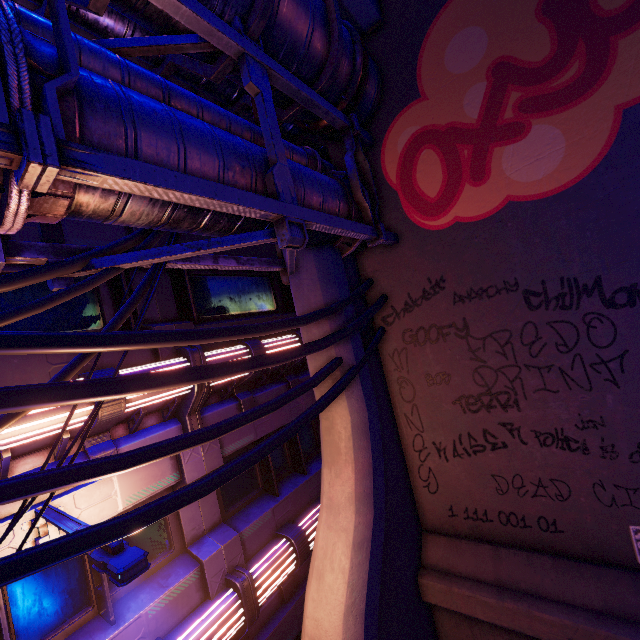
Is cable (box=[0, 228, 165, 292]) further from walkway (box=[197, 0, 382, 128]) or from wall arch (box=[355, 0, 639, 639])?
walkway (box=[197, 0, 382, 128])

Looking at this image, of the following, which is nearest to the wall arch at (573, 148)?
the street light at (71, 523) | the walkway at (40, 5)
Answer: the walkway at (40, 5)

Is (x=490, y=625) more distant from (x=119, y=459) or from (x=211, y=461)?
(x=119, y=459)

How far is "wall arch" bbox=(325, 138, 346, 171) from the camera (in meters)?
7.33

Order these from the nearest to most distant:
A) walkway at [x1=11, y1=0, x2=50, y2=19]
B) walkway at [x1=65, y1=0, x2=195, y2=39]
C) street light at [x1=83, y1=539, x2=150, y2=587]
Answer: street light at [x1=83, y1=539, x2=150, y2=587] < walkway at [x1=65, y1=0, x2=195, y2=39] < walkway at [x1=11, y1=0, x2=50, y2=19]

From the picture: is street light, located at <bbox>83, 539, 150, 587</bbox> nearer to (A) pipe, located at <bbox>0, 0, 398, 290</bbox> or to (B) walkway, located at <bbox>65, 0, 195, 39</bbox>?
(A) pipe, located at <bbox>0, 0, 398, 290</bbox>

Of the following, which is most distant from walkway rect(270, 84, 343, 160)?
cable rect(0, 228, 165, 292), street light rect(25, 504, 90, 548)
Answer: street light rect(25, 504, 90, 548)

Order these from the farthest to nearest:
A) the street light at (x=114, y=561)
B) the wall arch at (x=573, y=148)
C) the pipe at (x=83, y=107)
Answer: the wall arch at (x=573, y=148) < the street light at (x=114, y=561) < the pipe at (x=83, y=107)
